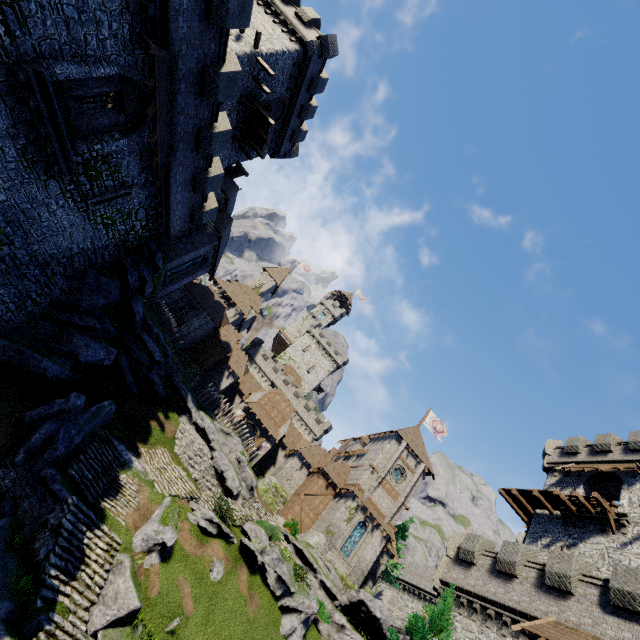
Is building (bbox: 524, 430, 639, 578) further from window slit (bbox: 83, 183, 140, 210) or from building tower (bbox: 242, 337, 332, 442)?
window slit (bbox: 83, 183, 140, 210)

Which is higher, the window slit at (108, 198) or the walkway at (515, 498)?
the walkway at (515, 498)

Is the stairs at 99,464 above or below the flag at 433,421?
below

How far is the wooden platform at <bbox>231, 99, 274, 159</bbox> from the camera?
24.98m

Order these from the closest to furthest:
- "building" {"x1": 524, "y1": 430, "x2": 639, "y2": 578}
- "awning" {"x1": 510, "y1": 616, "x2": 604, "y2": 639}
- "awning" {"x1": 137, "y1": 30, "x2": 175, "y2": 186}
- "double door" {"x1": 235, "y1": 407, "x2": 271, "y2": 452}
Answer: "awning" {"x1": 137, "y1": 30, "x2": 175, "y2": 186} < "awning" {"x1": 510, "y1": 616, "x2": 604, "y2": 639} < "building" {"x1": 524, "y1": 430, "x2": 639, "y2": 578} < "double door" {"x1": 235, "y1": 407, "x2": 271, "y2": 452}

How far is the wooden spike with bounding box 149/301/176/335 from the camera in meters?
28.9 m

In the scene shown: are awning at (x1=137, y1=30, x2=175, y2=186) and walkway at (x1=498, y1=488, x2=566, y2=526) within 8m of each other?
no

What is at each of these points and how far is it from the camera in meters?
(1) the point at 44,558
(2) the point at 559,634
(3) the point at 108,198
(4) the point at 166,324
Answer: (1) stairs, 13.0 m
(2) awning, 14.3 m
(3) window slit, 16.5 m
(4) wooden spike, 29.7 m
